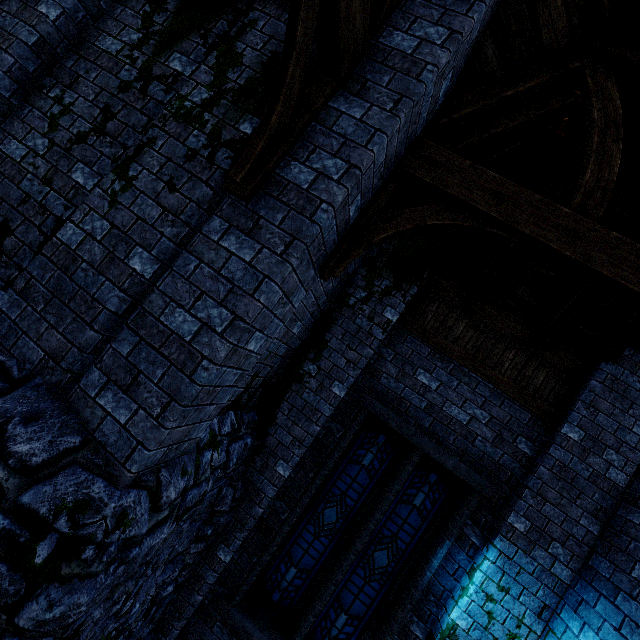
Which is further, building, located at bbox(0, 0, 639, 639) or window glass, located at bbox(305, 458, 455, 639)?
window glass, located at bbox(305, 458, 455, 639)

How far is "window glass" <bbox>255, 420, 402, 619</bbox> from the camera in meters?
5.2 m

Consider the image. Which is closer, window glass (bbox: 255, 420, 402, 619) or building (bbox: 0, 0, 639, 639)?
building (bbox: 0, 0, 639, 639)

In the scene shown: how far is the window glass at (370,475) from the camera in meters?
5.2

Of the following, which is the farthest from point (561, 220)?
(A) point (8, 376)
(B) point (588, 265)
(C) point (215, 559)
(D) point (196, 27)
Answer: (C) point (215, 559)

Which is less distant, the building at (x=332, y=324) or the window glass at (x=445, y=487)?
the building at (x=332, y=324)
